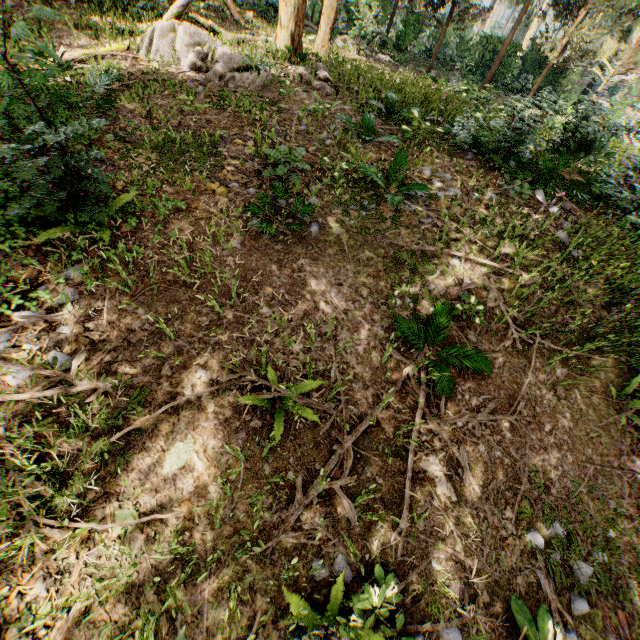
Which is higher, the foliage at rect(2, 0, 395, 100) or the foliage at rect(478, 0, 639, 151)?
the foliage at rect(478, 0, 639, 151)

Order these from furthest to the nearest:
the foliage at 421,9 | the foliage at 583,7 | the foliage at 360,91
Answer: the foliage at 421,9 < the foliage at 360,91 < the foliage at 583,7

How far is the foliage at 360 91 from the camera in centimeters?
984cm

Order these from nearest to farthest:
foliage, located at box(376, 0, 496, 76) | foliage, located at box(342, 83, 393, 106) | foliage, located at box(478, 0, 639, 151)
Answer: foliage, located at box(478, 0, 639, 151)
foliage, located at box(342, 83, 393, 106)
foliage, located at box(376, 0, 496, 76)

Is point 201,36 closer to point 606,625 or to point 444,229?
point 444,229

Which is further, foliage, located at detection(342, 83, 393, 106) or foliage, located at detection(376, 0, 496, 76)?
foliage, located at detection(376, 0, 496, 76)

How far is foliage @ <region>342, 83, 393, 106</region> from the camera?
9.84m
